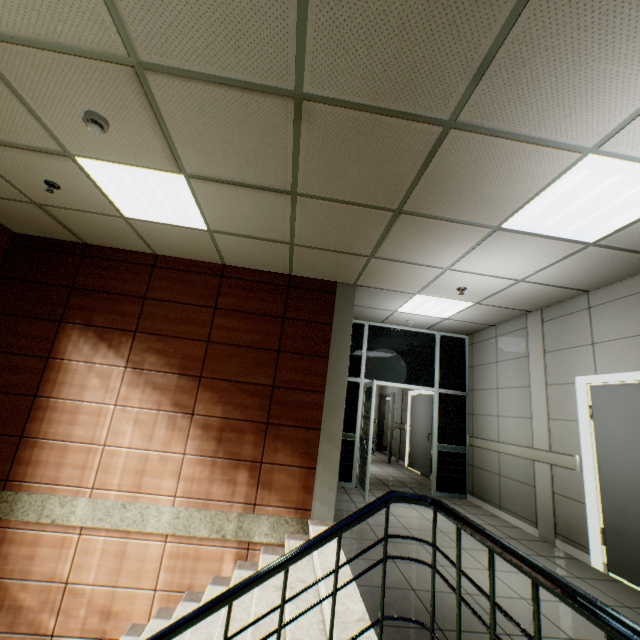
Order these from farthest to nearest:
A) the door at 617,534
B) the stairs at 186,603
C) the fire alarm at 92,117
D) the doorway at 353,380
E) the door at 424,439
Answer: the door at 424,439
the doorway at 353,380
the door at 617,534
the fire alarm at 92,117
the stairs at 186,603

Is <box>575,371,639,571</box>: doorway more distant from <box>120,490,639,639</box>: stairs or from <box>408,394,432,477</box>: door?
<box>408,394,432,477</box>: door

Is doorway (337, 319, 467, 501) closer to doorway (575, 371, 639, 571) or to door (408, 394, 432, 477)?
door (408, 394, 432, 477)

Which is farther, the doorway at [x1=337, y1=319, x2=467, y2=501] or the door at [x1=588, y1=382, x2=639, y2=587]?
the doorway at [x1=337, y1=319, x2=467, y2=501]

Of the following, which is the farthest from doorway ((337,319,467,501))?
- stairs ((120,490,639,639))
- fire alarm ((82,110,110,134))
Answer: fire alarm ((82,110,110,134))

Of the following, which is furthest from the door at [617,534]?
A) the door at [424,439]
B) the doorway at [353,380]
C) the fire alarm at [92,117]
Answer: the fire alarm at [92,117]

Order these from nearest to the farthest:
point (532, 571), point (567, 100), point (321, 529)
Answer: point (532, 571)
point (567, 100)
point (321, 529)

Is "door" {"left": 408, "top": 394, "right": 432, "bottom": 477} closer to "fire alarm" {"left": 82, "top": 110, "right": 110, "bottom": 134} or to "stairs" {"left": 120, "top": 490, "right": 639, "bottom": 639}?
"stairs" {"left": 120, "top": 490, "right": 639, "bottom": 639}
